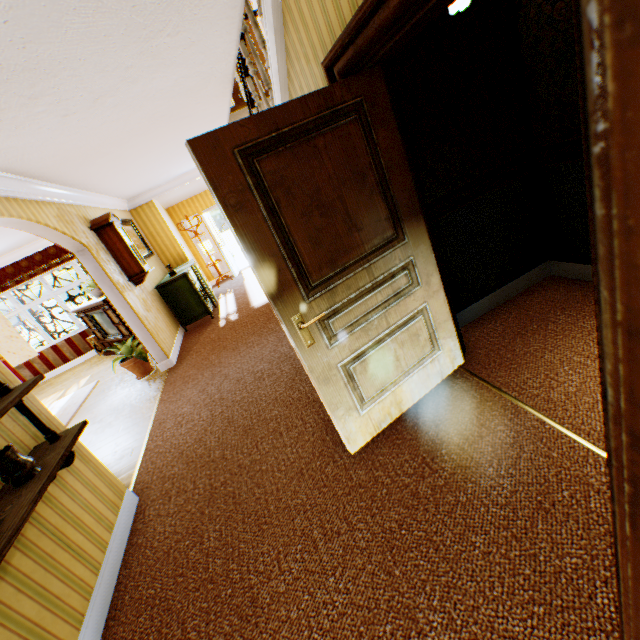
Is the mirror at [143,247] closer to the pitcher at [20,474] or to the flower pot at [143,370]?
the flower pot at [143,370]

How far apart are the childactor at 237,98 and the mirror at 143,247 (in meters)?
3.58

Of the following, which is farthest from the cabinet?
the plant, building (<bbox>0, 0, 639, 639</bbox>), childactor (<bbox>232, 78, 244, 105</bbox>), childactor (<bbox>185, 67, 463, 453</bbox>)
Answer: childactor (<bbox>185, 67, 463, 453</bbox>)

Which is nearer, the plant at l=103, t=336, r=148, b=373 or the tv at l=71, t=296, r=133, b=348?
the plant at l=103, t=336, r=148, b=373

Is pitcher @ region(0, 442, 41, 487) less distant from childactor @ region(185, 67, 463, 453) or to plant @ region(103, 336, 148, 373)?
childactor @ region(185, 67, 463, 453)

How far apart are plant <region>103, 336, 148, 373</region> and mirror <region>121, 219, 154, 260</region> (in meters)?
2.07

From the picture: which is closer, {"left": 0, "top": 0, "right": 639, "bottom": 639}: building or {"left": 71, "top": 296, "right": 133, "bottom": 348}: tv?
{"left": 0, "top": 0, "right": 639, "bottom": 639}: building

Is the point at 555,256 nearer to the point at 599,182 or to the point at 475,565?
the point at 475,565
